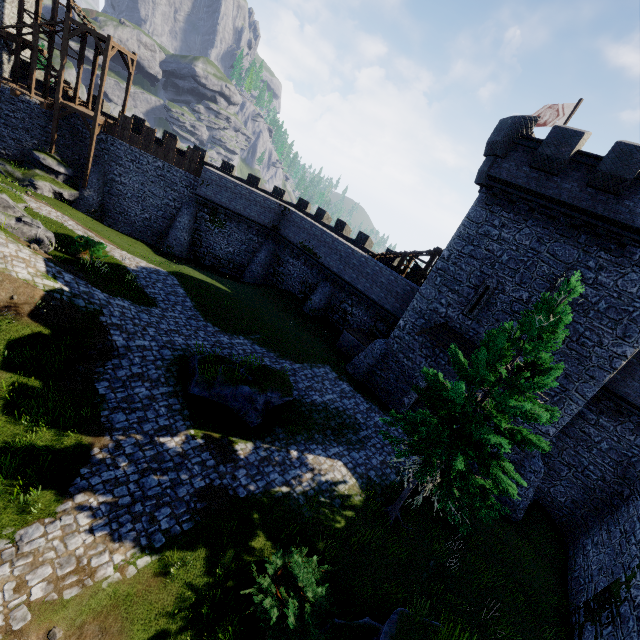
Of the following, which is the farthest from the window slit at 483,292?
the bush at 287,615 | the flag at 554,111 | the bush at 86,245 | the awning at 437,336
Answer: the bush at 86,245

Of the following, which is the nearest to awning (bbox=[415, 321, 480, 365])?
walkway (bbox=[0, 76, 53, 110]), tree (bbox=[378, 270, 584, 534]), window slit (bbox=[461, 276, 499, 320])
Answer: window slit (bbox=[461, 276, 499, 320])

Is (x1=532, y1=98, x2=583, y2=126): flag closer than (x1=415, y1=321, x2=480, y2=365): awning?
No

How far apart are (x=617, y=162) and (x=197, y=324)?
21.3m

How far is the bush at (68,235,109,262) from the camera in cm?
1861

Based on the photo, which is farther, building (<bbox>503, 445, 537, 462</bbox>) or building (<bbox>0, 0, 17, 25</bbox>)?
building (<bbox>0, 0, 17, 25</bbox>)

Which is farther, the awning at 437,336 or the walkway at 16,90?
the walkway at 16,90

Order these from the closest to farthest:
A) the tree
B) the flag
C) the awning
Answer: the tree, the awning, the flag
